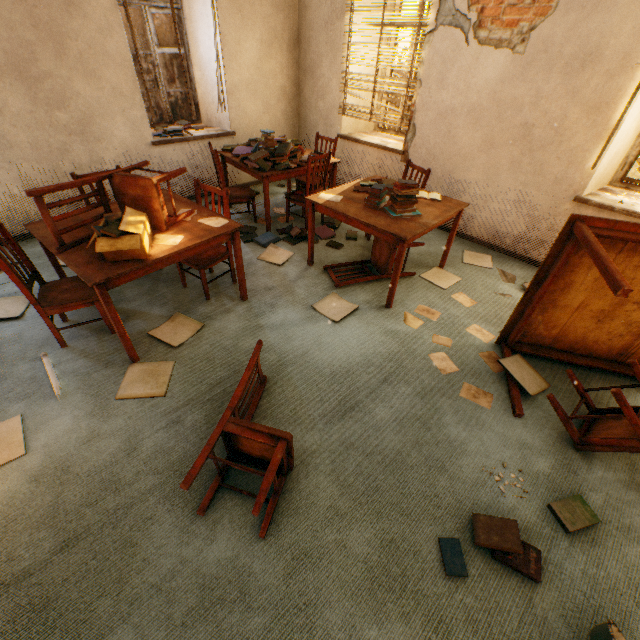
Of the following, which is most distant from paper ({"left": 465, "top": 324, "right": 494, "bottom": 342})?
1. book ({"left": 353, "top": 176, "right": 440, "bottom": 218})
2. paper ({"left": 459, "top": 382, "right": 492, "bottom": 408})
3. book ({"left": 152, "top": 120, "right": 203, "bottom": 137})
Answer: book ({"left": 152, "top": 120, "right": 203, "bottom": 137})

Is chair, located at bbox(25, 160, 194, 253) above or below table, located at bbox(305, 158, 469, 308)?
above

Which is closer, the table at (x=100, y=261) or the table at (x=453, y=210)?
the table at (x=100, y=261)

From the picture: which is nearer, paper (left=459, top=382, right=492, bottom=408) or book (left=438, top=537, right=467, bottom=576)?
book (left=438, top=537, right=467, bottom=576)

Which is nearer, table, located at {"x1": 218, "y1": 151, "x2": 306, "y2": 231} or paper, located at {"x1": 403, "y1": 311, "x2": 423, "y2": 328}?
paper, located at {"x1": 403, "y1": 311, "x2": 423, "y2": 328}

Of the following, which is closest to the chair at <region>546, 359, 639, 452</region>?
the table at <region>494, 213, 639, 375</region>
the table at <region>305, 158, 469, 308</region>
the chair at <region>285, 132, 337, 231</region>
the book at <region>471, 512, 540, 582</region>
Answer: the table at <region>494, 213, 639, 375</region>

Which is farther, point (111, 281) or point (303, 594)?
point (111, 281)

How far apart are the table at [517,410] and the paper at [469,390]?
0.14m
